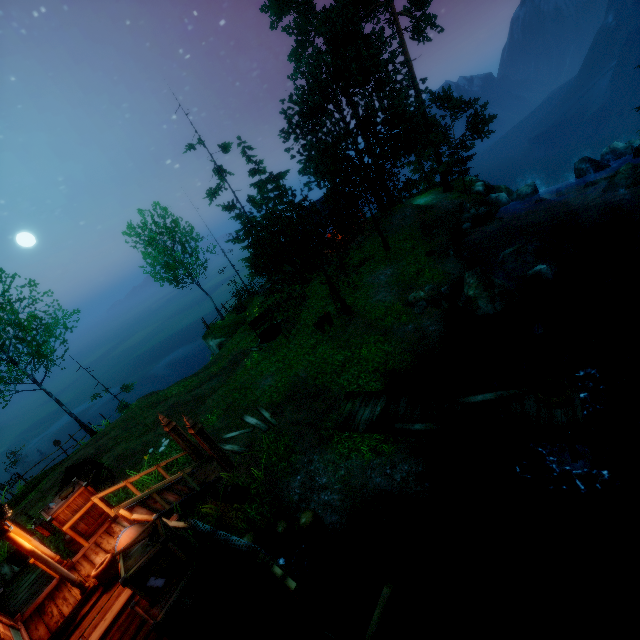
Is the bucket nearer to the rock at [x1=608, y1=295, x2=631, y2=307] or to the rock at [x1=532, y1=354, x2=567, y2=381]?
the rock at [x1=532, y1=354, x2=567, y2=381]

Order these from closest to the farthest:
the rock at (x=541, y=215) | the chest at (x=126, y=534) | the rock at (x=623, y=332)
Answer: the chest at (x=126, y=534), the rock at (x=623, y=332), the rock at (x=541, y=215)

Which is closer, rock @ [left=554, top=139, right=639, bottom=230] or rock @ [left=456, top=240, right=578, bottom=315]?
rock @ [left=456, top=240, right=578, bottom=315]

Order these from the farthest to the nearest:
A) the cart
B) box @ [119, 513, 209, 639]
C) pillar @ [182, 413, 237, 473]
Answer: the cart < pillar @ [182, 413, 237, 473] < box @ [119, 513, 209, 639]

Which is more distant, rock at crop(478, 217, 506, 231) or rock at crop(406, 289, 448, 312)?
rock at crop(478, 217, 506, 231)

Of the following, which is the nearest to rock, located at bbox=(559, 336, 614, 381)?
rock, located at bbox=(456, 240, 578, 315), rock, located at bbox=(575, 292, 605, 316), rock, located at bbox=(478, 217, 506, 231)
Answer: rock, located at bbox=(456, 240, 578, 315)

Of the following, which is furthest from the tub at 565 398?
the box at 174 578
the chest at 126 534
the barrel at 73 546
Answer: the barrel at 73 546

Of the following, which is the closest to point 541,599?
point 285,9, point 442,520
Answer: point 442,520
